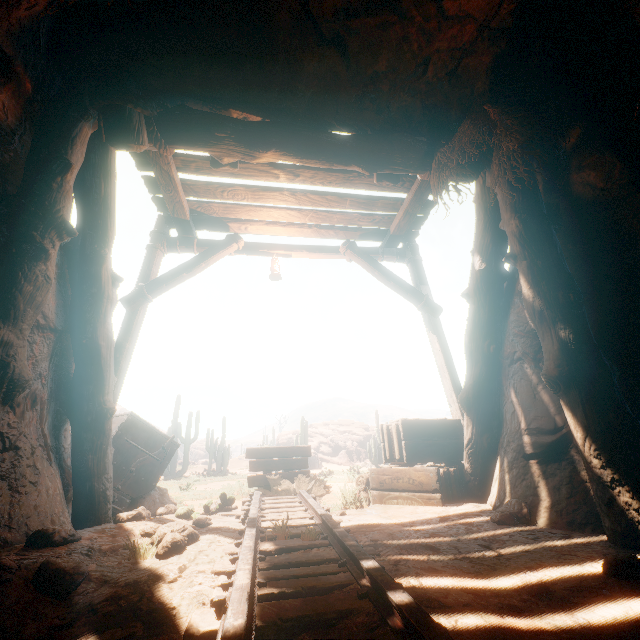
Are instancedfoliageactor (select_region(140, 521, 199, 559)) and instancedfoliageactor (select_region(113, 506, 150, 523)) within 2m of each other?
yes

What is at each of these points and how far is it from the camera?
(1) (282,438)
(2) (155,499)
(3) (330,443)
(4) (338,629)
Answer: (1) rock, 33.3 meters
(2) rock, 4.9 meters
(3) rock, 32.2 meters
(4) z, 1.4 meters

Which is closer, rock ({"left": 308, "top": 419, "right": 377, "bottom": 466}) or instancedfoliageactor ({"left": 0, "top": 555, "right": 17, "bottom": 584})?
instancedfoliageactor ({"left": 0, "top": 555, "right": 17, "bottom": 584})

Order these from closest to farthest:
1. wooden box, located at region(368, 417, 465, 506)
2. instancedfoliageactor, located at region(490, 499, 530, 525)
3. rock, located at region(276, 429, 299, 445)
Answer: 1. instancedfoliageactor, located at region(490, 499, 530, 525)
2. wooden box, located at region(368, 417, 465, 506)
3. rock, located at region(276, 429, 299, 445)

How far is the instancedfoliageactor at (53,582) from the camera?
1.9m

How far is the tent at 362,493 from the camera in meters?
4.2 m

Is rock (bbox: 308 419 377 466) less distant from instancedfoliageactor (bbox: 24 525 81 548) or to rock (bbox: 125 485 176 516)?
rock (bbox: 125 485 176 516)

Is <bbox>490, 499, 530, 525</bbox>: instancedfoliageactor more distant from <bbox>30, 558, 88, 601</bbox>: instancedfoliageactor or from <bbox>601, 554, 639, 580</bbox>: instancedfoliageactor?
<bbox>30, 558, 88, 601</bbox>: instancedfoliageactor
